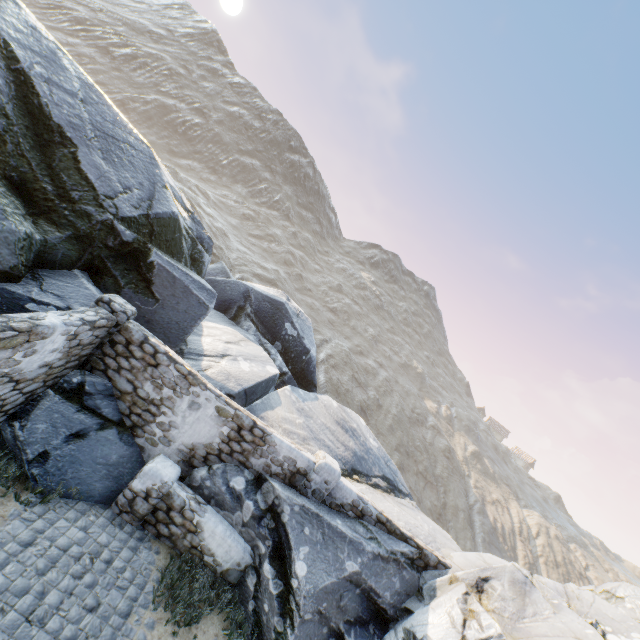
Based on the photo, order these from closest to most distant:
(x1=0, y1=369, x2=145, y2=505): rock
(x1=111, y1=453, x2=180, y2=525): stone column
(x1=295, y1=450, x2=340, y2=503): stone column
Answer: (x1=0, y1=369, x2=145, y2=505): rock
(x1=111, y1=453, x2=180, y2=525): stone column
(x1=295, y1=450, x2=340, y2=503): stone column

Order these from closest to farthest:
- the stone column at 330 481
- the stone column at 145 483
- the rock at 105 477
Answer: the rock at 105 477 → the stone column at 145 483 → the stone column at 330 481

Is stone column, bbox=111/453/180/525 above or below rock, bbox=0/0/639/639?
below

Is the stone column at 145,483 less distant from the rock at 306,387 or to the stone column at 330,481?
the rock at 306,387

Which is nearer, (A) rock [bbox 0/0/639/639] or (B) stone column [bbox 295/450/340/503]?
(A) rock [bbox 0/0/639/639]

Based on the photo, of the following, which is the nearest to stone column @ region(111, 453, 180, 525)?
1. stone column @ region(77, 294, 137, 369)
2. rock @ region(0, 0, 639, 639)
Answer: rock @ region(0, 0, 639, 639)

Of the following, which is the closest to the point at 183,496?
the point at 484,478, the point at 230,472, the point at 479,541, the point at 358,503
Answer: the point at 230,472

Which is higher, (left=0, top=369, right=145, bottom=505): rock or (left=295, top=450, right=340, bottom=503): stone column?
(left=295, top=450, right=340, bottom=503): stone column
